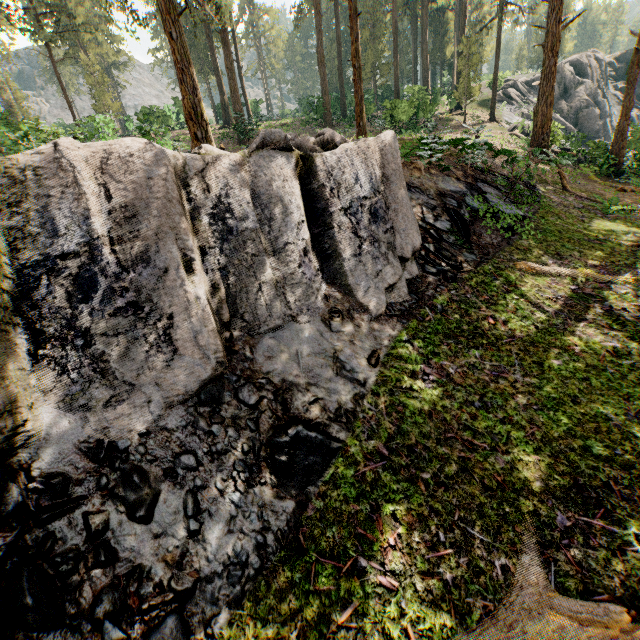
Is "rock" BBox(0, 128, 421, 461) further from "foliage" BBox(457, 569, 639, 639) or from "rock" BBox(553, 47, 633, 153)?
"rock" BBox(553, 47, 633, 153)

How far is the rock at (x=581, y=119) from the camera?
35.3 meters

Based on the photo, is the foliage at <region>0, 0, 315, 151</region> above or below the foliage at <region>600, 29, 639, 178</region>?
above

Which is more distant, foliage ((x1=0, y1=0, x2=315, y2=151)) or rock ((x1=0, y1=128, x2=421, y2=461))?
foliage ((x1=0, y1=0, x2=315, y2=151))

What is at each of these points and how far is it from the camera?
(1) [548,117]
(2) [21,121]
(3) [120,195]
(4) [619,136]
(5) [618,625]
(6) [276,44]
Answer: (1) foliage, 19.23m
(2) foliage, 20.64m
(3) rock, 4.40m
(4) foliage, 19.88m
(5) foliage, 3.13m
(6) foliage, 51.75m

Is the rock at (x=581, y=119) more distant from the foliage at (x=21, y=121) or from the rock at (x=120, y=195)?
the rock at (x=120, y=195)
